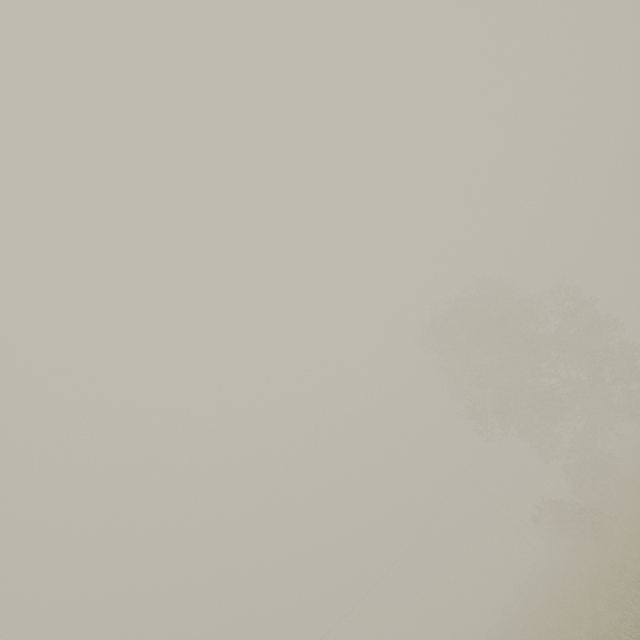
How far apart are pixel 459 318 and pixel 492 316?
2.8 meters
